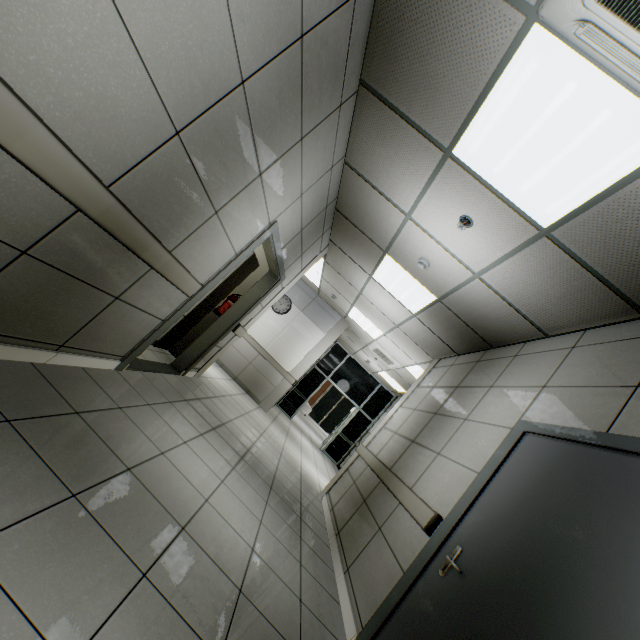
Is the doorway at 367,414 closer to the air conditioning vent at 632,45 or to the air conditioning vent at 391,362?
the air conditioning vent at 391,362

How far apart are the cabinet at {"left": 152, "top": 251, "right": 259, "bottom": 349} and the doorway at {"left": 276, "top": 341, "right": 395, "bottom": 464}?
6.9 meters

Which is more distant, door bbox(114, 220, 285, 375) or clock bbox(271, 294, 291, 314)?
clock bbox(271, 294, 291, 314)

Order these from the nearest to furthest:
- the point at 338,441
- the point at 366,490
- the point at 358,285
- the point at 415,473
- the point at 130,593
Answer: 1. the point at 130,593
2. the point at 415,473
3. the point at 366,490
4. the point at 358,285
5. the point at 338,441

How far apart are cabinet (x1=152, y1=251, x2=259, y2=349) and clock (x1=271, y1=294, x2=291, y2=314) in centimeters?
326cm

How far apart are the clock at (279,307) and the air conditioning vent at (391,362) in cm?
241

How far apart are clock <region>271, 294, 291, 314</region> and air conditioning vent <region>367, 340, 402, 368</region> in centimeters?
241cm

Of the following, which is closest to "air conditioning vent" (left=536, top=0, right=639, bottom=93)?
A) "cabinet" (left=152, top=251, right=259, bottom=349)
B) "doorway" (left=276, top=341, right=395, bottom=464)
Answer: "cabinet" (left=152, top=251, right=259, bottom=349)
